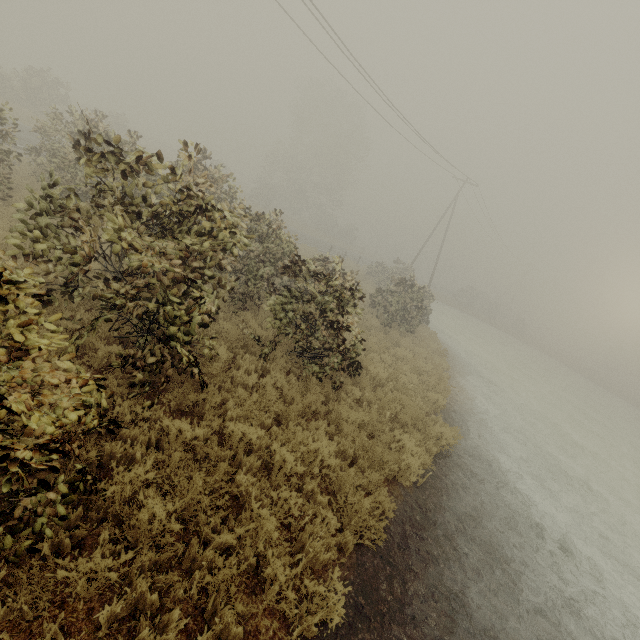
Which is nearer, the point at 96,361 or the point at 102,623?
the point at 102,623
